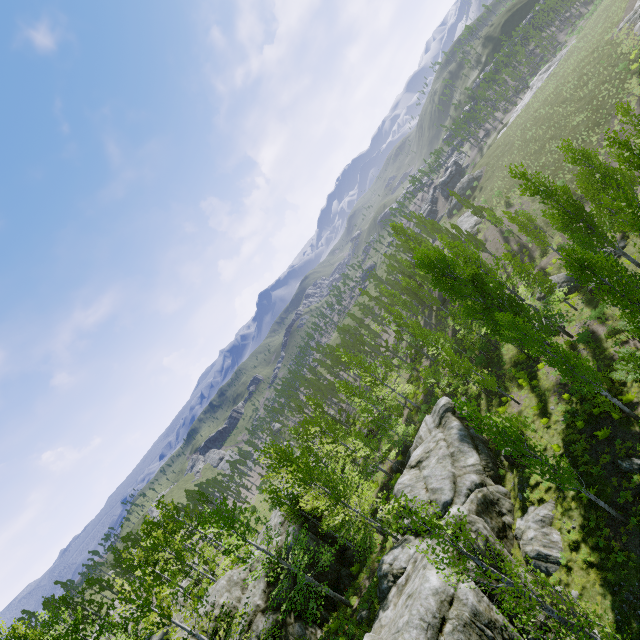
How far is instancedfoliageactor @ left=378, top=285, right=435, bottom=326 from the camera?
50.2m

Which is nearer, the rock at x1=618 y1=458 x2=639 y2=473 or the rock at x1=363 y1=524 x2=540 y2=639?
the rock at x1=363 y1=524 x2=540 y2=639

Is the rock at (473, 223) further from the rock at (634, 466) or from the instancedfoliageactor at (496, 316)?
the rock at (634, 466)

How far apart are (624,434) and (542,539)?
7.0m

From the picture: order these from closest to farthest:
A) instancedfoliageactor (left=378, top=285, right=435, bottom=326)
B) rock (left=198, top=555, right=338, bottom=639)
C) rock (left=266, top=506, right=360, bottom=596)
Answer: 1. rock (left=198, top=555, right=338, bottom=639)
2. rock (left=266, top=506, right=360, bottom=596)
3. instancedfoliageactor (left=378, top=285, right=435, bottom=326)

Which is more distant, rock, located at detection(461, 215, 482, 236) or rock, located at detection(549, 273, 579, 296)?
rock, located at detection(461, 215, 482, 236)

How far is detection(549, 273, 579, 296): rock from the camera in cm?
3002

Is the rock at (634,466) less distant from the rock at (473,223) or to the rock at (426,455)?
the rock at (426,455)
